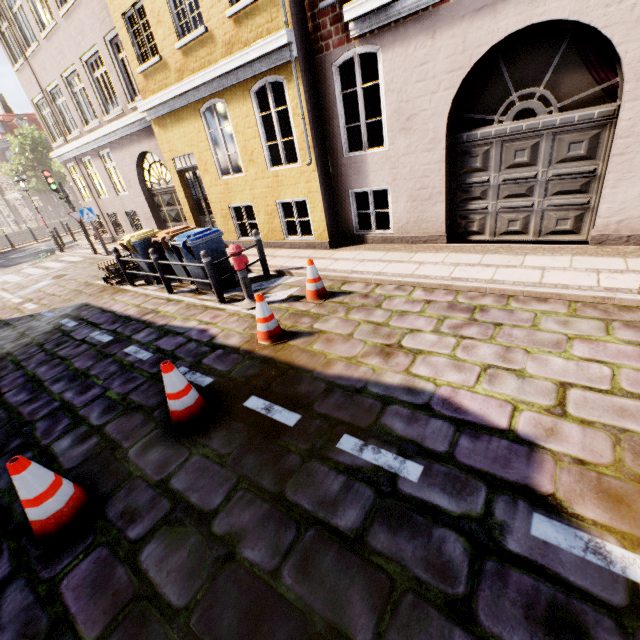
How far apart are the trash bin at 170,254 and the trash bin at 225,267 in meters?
0.4 m

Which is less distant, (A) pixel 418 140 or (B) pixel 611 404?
(B) pixel 611 404

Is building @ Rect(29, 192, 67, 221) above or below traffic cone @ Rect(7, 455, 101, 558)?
above

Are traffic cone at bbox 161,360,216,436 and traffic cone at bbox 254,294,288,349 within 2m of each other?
yes

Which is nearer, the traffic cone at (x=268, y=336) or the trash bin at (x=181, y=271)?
the traffic cone at (x=268, y=336)

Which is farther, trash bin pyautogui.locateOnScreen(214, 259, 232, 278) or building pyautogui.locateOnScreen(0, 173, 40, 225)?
building pyautogui.locateOnScreen(0, 173, 40, 225)

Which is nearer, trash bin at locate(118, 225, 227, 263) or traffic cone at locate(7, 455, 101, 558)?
traffic cone at locate(7, 455, 101, 558)

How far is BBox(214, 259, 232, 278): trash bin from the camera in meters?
7.1
